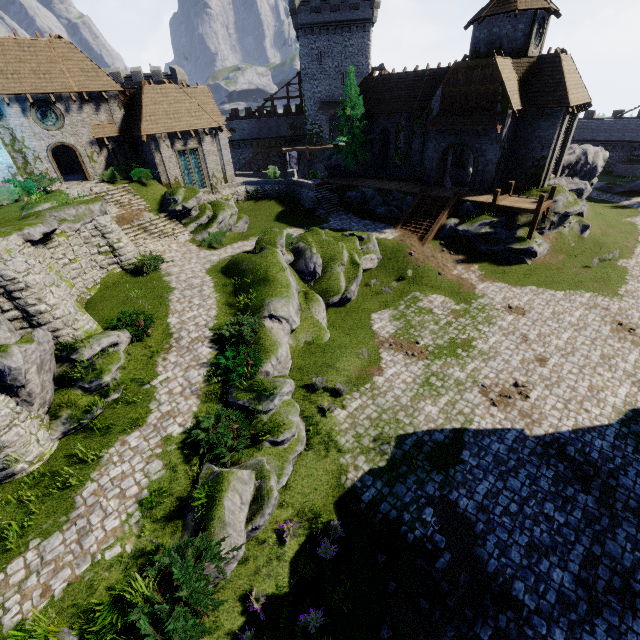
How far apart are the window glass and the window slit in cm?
304

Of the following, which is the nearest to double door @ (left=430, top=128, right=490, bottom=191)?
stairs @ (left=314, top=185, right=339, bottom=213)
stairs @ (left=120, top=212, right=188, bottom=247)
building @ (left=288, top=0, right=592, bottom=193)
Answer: building @ (left=288, top=0, right=592, bottom=193)

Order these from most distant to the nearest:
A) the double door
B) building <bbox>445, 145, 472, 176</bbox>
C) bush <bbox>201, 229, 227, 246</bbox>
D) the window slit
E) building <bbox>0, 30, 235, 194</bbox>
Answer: building <bbox>445, 145, 472, 176</bbox>
the window slit
the double door
bush <bbox>201, 229, 227, 246</bbox>
building <bbox>0, 30, 235, 194</bbox>

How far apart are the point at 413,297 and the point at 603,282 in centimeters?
1296cm

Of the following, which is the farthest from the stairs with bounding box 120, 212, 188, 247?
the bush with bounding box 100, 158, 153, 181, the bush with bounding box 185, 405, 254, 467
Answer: the bush with bounding box 185, 405, 254, 467

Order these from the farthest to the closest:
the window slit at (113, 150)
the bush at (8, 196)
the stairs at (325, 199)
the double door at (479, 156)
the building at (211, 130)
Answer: the stairs at (325, 199) < the window slit at (113, 150) < the double door at (479, 156) < the building at (211, 130) < the bush at (8, 196)

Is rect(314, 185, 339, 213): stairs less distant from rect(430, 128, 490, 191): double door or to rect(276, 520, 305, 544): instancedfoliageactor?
rect(430, 128, 490, 191): double door

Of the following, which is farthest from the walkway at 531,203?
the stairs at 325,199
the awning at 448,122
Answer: the stairs at 325,199
